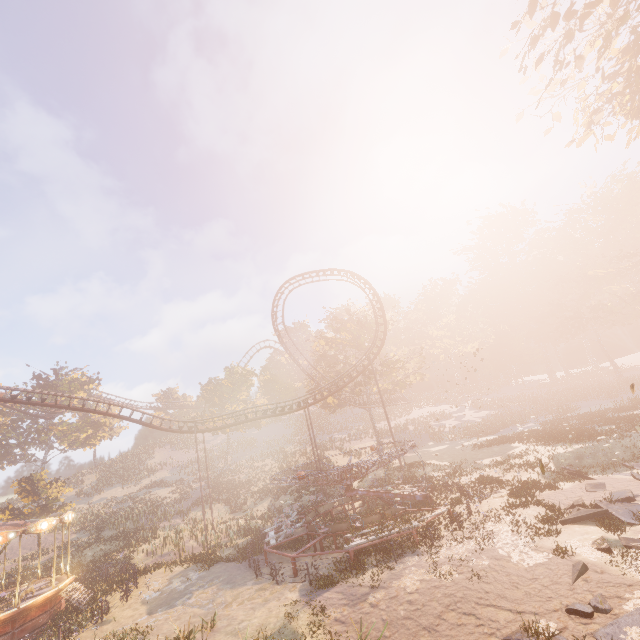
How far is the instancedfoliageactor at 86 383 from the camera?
46.2 meters

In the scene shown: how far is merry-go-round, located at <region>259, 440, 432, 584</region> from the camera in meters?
15.4

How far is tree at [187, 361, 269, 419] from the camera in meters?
48.6 m

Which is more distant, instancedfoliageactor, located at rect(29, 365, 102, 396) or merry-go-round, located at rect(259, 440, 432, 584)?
instancedfoliageactor, located at rect(29, 365, 102, 396)

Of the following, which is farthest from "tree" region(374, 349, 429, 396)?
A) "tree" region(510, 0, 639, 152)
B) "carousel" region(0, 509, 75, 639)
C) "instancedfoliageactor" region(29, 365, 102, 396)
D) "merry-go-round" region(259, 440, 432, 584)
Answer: "tree" region(510, 0, 639, 152)

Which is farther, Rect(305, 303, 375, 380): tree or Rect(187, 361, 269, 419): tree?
Rect(187, 361, 269, 419): tree

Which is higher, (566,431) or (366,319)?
(366,319)

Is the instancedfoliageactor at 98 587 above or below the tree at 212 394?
below
